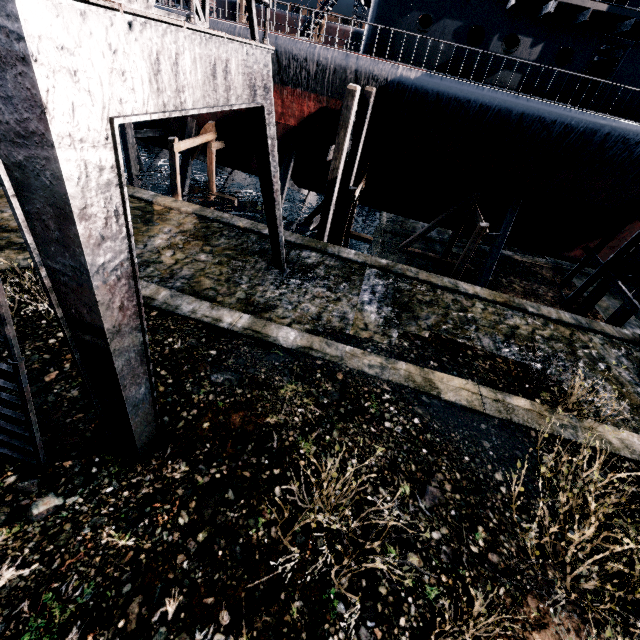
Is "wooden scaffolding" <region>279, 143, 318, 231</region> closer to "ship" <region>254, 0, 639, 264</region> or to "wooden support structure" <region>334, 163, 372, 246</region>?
"ship" <region>254, 0, 639, 264</region>

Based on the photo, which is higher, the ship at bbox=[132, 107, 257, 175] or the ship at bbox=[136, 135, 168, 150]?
the ship at bbox=[132, 107, 257, 175]

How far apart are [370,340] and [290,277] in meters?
3.8 m

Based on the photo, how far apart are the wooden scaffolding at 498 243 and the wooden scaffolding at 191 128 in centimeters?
1832cm

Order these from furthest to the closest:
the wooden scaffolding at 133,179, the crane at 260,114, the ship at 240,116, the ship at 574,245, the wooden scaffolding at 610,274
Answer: the wooden scaffolding at 133,179 < the ship at 240,116 < the wooden scaffolding at 610,274 < the ship at 574,245 < the crane at 260,114

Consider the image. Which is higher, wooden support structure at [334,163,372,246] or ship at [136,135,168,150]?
wooden support structure at [334,163,372,246]

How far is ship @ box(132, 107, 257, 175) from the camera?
17.86m

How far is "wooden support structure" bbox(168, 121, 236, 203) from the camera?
15.91m
